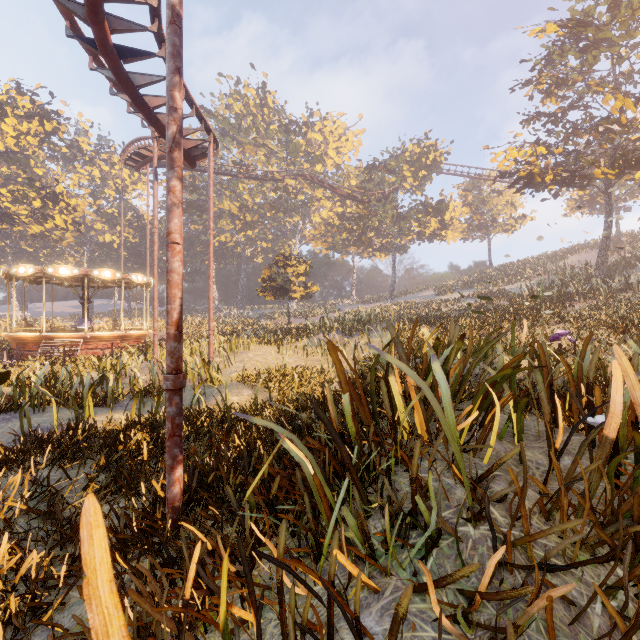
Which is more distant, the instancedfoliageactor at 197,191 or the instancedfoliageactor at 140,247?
the instancedfoliageactor at 140,247

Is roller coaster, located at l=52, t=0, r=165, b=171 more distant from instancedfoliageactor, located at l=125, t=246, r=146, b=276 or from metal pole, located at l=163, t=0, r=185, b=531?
instancedfoliageactor, located at l=125, t=246, r=146, b=276

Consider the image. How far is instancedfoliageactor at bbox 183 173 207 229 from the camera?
50.7m

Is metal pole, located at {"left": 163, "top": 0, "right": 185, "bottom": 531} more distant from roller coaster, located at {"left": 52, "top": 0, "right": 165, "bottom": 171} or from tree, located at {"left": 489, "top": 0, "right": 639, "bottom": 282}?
tree, located at {"left": 489, "top": 0, "right": 639, "bottom": 282}

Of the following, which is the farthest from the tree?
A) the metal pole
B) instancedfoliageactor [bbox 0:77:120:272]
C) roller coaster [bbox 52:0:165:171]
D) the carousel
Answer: the carousel

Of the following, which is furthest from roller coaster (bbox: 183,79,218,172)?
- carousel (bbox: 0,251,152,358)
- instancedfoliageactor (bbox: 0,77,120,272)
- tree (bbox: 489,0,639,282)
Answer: tree (bbox: 489,0,639,282)

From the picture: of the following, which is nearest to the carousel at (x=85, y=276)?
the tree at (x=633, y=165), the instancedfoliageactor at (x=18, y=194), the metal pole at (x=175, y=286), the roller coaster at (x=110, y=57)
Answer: the instancedfoliageactor at (x=18, y=194)

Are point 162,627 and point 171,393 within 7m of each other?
yes
